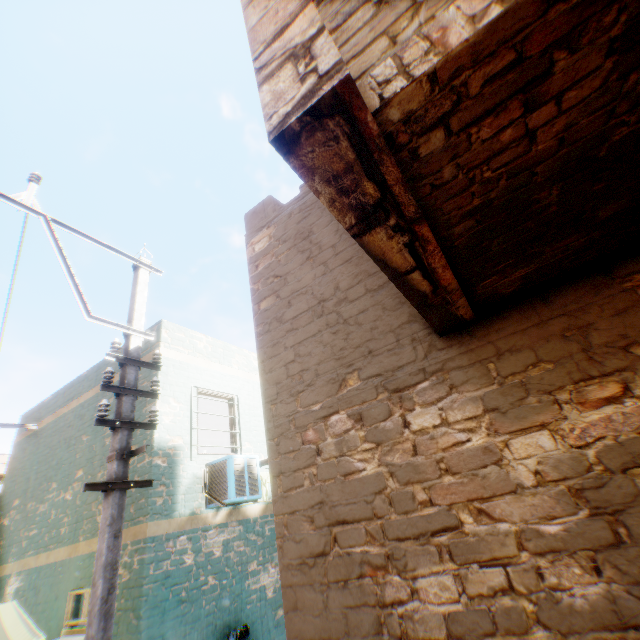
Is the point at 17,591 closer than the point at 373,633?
No

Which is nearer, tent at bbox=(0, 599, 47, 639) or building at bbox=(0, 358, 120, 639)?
tent at bbox=(0, 599, 47, 639)

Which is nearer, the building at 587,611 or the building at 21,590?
the building at 587,611

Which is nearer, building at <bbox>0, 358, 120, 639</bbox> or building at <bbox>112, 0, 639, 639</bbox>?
building at <bbox>112, 0, 639, 639</bbox>

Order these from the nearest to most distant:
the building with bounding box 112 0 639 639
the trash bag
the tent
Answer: the building with bounding box 112 0 639 639 < the tent < the trash bag

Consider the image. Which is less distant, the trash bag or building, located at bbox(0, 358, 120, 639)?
the trash bag

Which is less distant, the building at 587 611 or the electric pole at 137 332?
the building at 587 611

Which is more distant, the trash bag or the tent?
the trash bag
